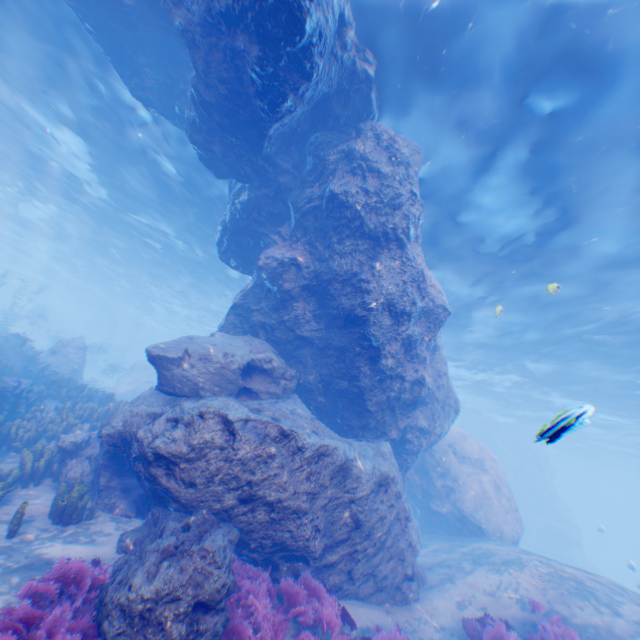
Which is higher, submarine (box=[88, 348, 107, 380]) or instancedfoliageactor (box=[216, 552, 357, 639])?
submarine (box=[88, 348, 107, 380])

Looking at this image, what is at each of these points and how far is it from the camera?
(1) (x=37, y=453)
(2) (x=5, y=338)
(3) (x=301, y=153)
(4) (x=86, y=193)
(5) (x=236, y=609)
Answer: (1) instancedfoliageactor, 8.09m
(2) rock, 15.10m
(3) rock, 9.96m
(4) light, 20.28m
(5) instancedfoliageactor, 5.29m

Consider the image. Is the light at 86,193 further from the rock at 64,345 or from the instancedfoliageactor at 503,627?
the instancedfoliageactor at 503,627

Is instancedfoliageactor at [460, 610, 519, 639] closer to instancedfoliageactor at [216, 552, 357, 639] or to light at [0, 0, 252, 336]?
instancedfoliageactor at [216, 552, 357, 639]

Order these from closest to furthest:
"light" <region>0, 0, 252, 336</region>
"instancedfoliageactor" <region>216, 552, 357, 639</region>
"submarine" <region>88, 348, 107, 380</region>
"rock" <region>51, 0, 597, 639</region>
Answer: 1. "instancedfoliageactor" <region>216, 552, 357, 639</region>
2. "rock" <region>51, 0, 597, 639</region>
3. "light" <region>0, 0, 252, 336</region>
4. "submarine" <region>88, 348, 107, 380</region>

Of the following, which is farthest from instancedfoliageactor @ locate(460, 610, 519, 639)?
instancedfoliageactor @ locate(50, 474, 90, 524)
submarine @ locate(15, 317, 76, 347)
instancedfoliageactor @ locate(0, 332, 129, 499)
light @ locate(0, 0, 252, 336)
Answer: submarine @ locate(15, 317, 76, 347)

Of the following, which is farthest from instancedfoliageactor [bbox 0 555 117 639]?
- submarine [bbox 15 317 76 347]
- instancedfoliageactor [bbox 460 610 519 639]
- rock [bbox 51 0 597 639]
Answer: submarine [bbox 15 317 76 347]

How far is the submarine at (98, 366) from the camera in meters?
54.3
